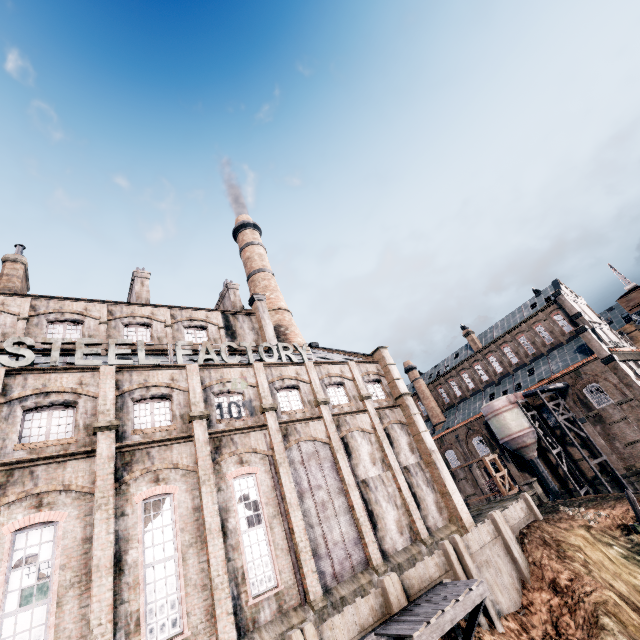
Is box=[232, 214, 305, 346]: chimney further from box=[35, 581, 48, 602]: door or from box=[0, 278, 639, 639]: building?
box=[35, 581, 48, 602]: door

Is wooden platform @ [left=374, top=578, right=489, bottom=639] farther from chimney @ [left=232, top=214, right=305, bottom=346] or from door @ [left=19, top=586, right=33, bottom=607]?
door @ [left=19, top=586, right=33, bottom=607]

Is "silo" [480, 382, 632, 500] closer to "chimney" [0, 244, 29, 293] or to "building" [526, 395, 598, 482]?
"building" [526, 395, 598, 482]

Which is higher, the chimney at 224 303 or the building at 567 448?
the chimney at 224 303

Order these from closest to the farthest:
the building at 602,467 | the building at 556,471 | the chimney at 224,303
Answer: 1. the chimney at 224,303
2. the building at 602,467
3. the building at 556,471

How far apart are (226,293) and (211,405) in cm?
1943

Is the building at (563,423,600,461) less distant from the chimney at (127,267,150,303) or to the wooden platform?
the wooden platform

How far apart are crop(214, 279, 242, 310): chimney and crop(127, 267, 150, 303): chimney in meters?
7.5 m
